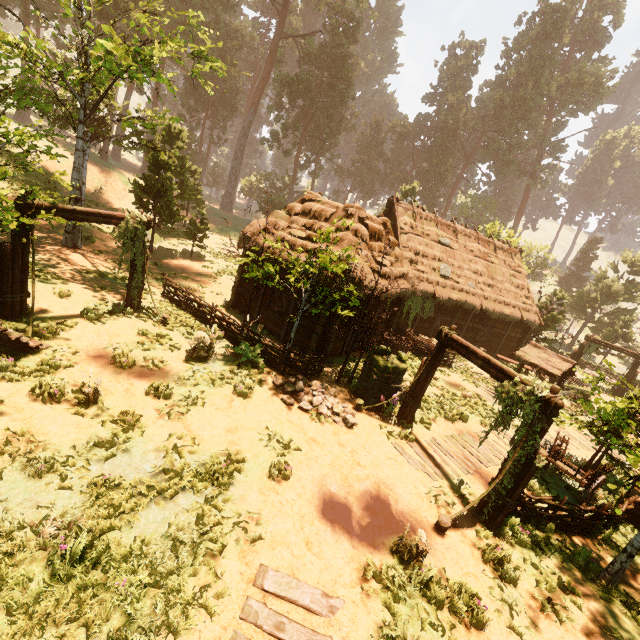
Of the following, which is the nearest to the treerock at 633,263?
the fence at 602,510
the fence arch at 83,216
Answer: the fence arch at 83,216

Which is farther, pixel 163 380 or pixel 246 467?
pixel 163 380

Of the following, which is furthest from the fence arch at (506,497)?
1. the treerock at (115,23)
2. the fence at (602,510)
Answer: the treerock at (115,23)

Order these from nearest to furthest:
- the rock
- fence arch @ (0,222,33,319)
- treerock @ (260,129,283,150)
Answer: fence arch @ (0,222,33,319) < the rock < treerock @ (260,129,283,150)

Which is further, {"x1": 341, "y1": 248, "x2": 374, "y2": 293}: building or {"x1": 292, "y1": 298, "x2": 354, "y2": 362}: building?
{"x1": 292, "y1": 298, "x2": 354, "y2": 362}: building

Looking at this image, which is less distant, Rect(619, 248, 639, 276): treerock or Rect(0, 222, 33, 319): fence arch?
Rect(0, 222, 33, 319): fence arch

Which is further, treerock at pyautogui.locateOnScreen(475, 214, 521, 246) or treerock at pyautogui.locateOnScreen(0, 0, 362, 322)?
treerock at pyautogui.locateOnScreen(475, 214, 521, 246)
